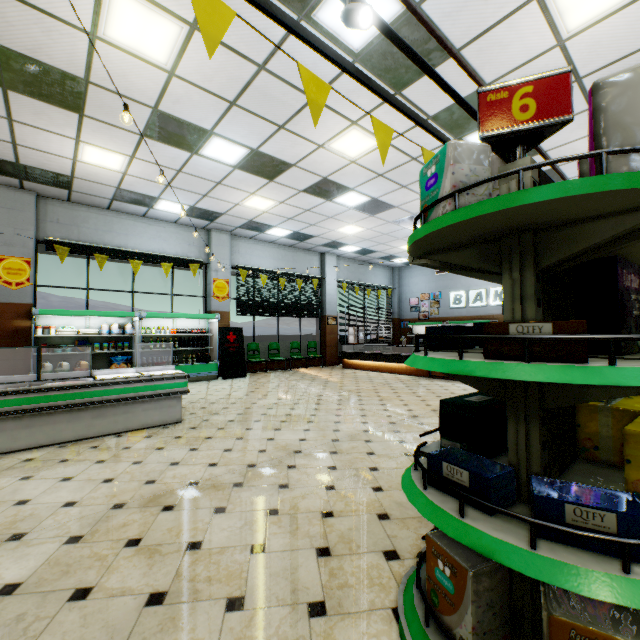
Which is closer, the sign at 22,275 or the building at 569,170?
the building at 569,170

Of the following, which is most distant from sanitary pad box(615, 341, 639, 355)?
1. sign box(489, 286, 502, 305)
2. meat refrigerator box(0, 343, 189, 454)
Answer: sign box(489, 286, 502, 305)

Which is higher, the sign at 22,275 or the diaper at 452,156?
the sign at 22,275

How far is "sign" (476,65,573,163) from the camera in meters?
1.3 m

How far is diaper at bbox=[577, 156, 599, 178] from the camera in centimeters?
122cm

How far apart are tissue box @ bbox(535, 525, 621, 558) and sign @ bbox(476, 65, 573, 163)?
1.41m

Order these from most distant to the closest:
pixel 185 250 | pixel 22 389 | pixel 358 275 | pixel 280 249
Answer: pixel 358 275
pixel 280 249
pixel 185 250
pixel 22 389

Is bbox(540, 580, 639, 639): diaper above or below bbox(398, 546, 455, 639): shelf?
above
